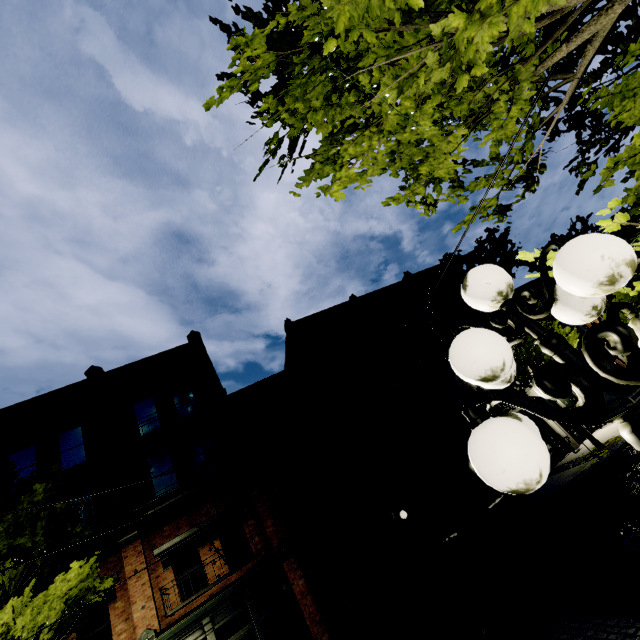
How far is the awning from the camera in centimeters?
1386cm

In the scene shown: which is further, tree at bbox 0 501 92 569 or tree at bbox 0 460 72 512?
tree at bbox 0 460 72 512

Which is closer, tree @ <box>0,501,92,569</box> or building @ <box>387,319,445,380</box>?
tree @ <box>0,501,92,569</box>

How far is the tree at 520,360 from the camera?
13.93m

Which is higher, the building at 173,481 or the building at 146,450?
the building at 146,450

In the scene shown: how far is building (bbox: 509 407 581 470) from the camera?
17.12m

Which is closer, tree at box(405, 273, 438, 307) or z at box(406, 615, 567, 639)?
z at box(406, 615, 567, 639)

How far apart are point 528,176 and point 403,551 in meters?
14.6 m
